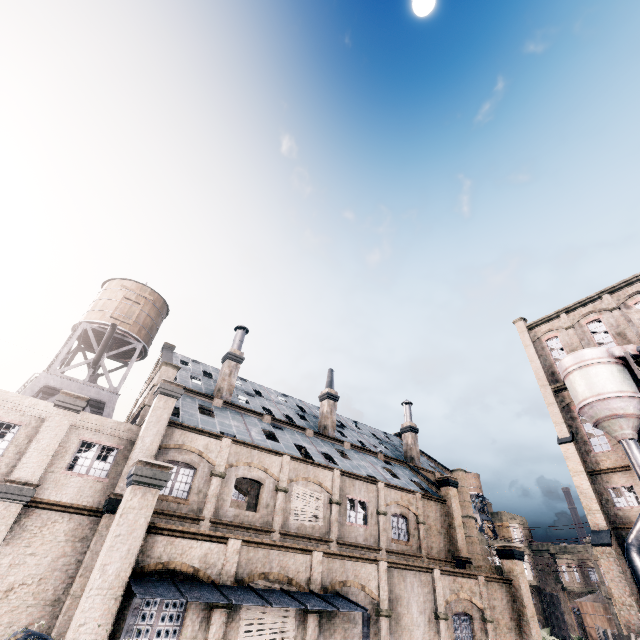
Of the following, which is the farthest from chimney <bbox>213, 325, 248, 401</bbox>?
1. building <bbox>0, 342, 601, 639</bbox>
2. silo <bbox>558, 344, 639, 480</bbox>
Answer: silo <bbox>558, 344, 639, 480</bbox>

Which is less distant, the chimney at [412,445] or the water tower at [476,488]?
the chimney at [412,445]

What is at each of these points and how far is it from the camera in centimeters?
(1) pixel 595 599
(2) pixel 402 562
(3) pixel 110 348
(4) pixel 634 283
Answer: (1) water tank, 3866cm
(2) building, 1853cm
(3) water tower, 3203cm
(4) building, 3472cm

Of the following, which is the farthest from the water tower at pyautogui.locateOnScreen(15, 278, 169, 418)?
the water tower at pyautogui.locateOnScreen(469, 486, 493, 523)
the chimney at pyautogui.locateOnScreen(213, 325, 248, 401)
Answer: the water tower at pyautogui.locateOnScreen(469, 486, 493, 523)

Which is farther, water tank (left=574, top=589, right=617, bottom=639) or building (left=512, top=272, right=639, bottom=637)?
water tank (left=574, top=589, right=617, bottom=639)

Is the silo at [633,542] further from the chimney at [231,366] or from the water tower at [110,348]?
the water tower at [110,348]

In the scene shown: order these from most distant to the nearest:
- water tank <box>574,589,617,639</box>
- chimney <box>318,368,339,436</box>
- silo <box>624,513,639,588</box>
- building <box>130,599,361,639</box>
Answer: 1. water tank <box>574,589,617,639</box>
2. chimney <box>318,368,339,436</box>
3. silo <box>624,513,639,588</box>
4. building <box>130,599,361,639</box>

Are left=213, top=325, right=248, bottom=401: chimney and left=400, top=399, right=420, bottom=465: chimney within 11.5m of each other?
no
